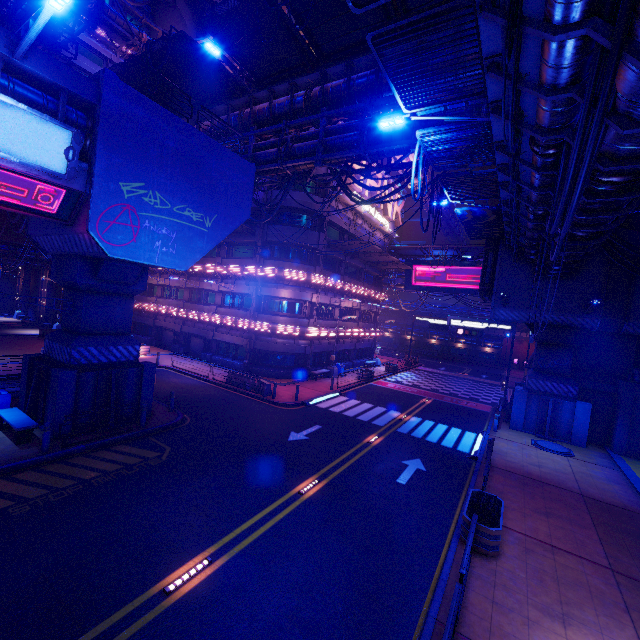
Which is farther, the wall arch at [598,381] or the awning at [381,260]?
the awning at [381,260]

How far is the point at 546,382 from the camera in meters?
20.9 m

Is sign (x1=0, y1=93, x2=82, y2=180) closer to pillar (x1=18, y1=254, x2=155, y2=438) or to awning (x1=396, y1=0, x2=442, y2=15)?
pillar (x1=18, y1=254, x2=155, y2=438)

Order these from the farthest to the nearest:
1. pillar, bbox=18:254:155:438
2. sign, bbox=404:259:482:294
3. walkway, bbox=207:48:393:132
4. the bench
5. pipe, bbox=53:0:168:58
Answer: sign, bbox=404:259:482:294 < pipe, bbox=53:0:168:58 < walkway, bbox=207:48:393:132 < pillar, bbox=18:254:155:438 < the bench

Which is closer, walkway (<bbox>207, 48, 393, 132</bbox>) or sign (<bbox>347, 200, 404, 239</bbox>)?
walkway (<bbox>207, 48, 393, 132</bbox>)

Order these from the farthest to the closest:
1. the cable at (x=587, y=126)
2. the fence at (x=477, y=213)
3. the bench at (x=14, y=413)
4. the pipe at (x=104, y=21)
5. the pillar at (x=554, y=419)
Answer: the pillar at (x=554, y=419), the pipe at (x=104, y=21), the fence at (x=477, y=213), the bench at (x=14, y=413), the cable at (x=587, y=126)

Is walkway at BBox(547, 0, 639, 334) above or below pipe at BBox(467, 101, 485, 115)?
below

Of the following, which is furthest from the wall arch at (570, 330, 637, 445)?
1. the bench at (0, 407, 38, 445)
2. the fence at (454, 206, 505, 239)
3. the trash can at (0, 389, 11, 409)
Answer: the trash can at (0, 389, 11, 409)
